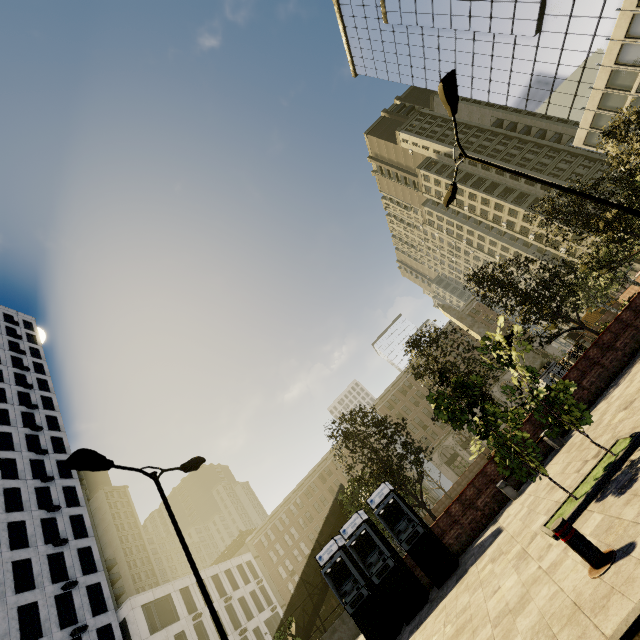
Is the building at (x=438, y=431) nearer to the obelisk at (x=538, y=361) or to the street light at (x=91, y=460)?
the obelisk at (x=538, y=361)

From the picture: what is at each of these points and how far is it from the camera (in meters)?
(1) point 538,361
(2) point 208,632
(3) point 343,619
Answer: (1) obelisk, 25.81
(2) building, 37.66
(3) underground building, 19.61

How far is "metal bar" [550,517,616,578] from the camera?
3.8 meters

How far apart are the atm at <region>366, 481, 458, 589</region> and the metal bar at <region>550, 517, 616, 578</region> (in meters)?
7.87

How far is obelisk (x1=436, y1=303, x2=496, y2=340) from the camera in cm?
2846

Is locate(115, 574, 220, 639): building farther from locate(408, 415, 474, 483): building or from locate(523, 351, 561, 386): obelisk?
locate(523, 351, 561, 386): obelisk

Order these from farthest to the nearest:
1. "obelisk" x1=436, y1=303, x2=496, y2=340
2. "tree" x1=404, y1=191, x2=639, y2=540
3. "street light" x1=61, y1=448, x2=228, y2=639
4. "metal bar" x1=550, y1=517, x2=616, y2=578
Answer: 1. "obelisk" x1=436, y1=303, x2=496, y2=340
2. "street light" x1=61, y1=448, x2=228, y2=639
3. "tree" x1=404, y1=191, x2=639, y2=540
4. "metal bar" x1=550, y1=517, x2=616, y2=578

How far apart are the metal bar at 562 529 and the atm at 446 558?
7.87m
